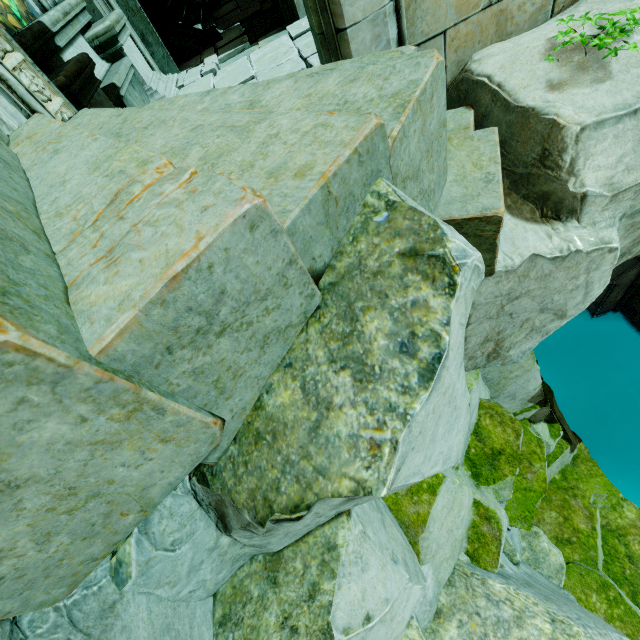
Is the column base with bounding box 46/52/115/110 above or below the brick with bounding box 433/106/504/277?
above

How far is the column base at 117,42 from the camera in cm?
500

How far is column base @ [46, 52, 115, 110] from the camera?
3.5 meters

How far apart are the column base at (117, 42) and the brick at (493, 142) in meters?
4.7

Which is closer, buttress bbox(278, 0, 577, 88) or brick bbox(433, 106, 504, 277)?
brick bbox(433, 106, 504, 277)

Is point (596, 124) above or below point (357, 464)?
below

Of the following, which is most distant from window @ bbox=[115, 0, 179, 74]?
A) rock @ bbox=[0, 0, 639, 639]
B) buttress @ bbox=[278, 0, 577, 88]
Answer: buttress @ bbox=[278, 0, 577, 88]

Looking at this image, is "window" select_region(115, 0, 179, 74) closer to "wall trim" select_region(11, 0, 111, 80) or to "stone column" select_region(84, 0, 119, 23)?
"stone column" select_region(84, 0, 119, 23)
